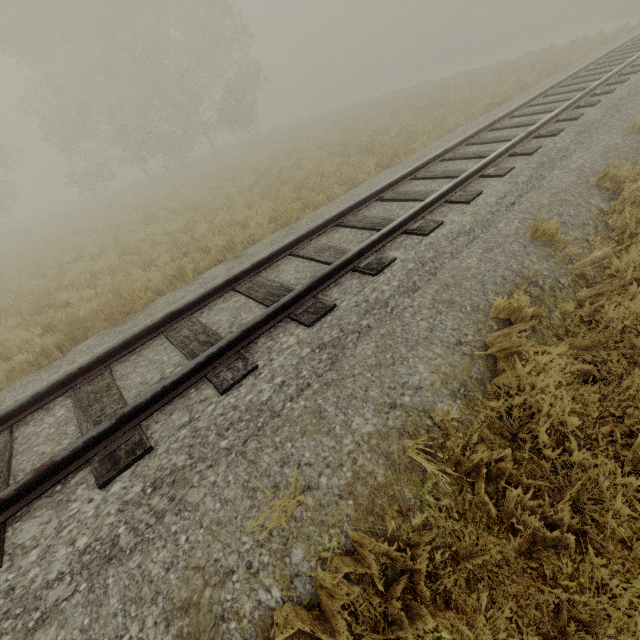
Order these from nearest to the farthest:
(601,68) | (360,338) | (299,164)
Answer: (360,338), (601,68), (299,164)
